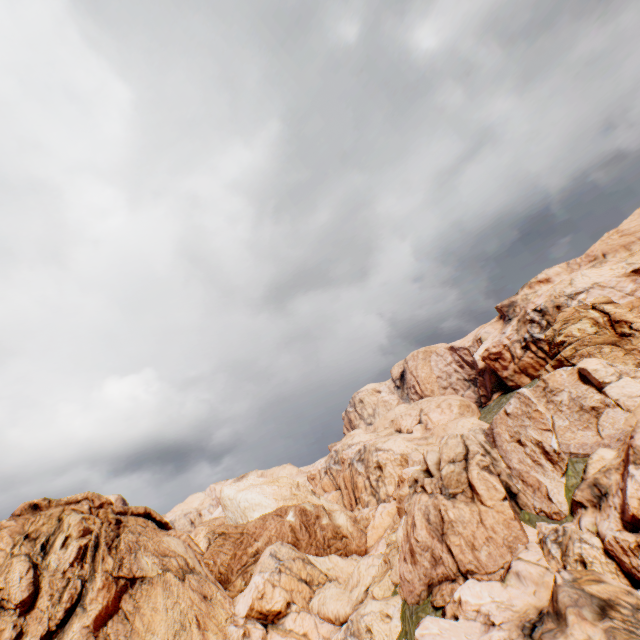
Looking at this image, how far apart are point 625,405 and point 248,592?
42.1m
